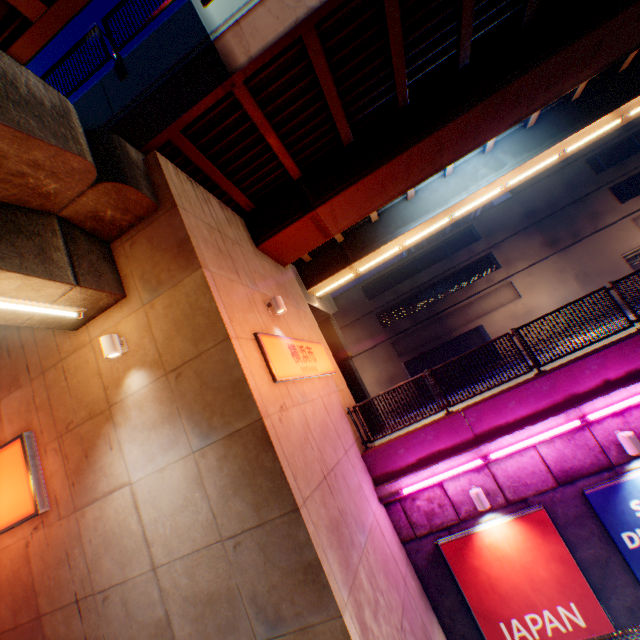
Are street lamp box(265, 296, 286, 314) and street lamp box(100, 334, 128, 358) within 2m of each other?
no

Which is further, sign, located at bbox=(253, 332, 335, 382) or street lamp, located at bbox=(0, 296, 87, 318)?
sign, located at bbox=(253, 332, 335, 382)

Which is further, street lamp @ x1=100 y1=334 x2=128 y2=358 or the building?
the building

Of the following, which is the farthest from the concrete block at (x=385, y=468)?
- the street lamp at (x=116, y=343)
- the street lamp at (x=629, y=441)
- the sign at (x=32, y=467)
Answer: the sign at (x=32, y=467)

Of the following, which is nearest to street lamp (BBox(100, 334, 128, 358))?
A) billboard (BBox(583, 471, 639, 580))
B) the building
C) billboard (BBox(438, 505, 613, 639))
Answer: billboard (BBox(438, 505, 613, 639))

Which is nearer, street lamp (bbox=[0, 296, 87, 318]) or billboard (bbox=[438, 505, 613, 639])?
street lamp (bbox=[0, 296, 87, 318])

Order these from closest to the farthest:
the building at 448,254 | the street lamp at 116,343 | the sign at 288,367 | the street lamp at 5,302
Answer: the street lamp at 5,302 → the street lamp at 116,343 → the sign at 288,367 → the building at 448,254

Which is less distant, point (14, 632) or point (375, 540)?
point (14, 632)
